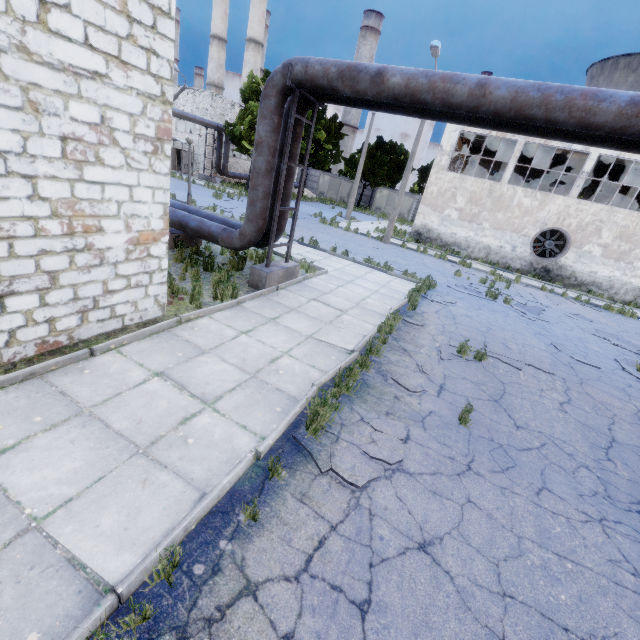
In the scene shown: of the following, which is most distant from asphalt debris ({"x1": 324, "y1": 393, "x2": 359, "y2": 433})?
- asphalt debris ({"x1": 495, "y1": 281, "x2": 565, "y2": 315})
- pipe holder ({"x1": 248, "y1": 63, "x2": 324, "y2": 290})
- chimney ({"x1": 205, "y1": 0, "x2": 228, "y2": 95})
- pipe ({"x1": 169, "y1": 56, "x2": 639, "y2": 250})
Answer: chimney ({"x1": 205, "y1": 0, "x2": 228, "y2": 95})

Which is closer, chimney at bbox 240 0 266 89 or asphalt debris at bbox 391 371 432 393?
asphalt debris at bbox 391 371 432 393

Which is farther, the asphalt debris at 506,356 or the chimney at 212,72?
the chimney at 212,72

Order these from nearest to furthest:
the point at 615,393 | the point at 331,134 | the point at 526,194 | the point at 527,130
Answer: the point at 527,130 < the point at 615,393 < the point at 526,194 < the point at 331,134

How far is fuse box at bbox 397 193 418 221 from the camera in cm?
4222

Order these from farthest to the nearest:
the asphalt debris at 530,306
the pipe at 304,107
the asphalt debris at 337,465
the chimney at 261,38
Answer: the chimney at 261,38
the asphalt debris at 530,306
the pipe at 304,107
the asphalt debris at 337,465

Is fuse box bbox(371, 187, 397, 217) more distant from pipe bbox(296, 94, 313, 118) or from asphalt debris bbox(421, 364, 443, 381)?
asphalt debris bbox(421, 364, 443, 381)

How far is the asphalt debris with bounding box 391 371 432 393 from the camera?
5.9 meters
